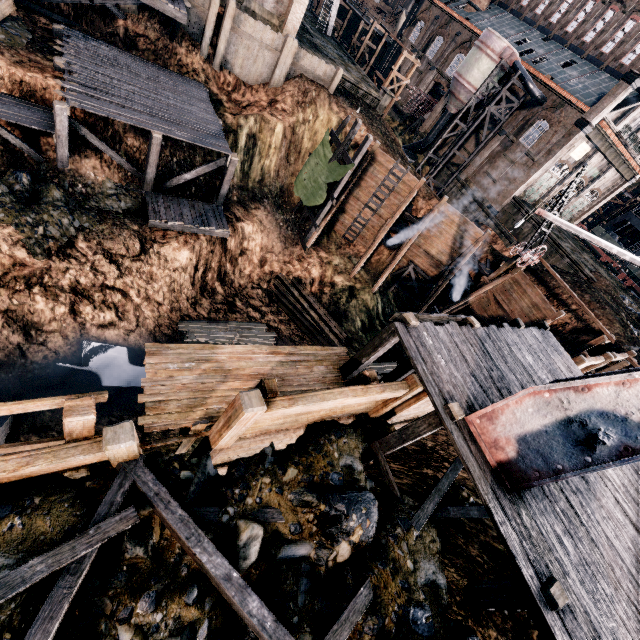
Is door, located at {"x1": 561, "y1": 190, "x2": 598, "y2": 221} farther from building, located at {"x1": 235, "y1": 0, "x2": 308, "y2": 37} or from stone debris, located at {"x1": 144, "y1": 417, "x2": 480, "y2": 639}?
stone debris, located at {"x1": 144, "y1": 417, "x2": 480, "y2": 639}

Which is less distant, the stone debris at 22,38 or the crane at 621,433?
the crane at 621,433

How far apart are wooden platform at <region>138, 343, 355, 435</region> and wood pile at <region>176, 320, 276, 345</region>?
13.4 meters

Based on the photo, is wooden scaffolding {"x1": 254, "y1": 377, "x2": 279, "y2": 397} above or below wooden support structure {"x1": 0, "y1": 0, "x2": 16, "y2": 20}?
above

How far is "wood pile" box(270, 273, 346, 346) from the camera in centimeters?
2662cm

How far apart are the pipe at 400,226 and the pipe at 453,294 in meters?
5.8 m

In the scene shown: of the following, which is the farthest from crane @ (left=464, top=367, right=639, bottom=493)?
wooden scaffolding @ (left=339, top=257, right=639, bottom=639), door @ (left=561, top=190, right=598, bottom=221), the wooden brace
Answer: door @ (left=561, top=190, right=598, bottom=221)

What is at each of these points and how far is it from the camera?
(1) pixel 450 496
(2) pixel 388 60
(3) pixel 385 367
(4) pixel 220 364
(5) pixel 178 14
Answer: (1) stone debris, 8.8 meters
(2) building, 56.1 meters
(3) wood pile, 25.3 meters
(4) wooden platform, 7.9 meters
(5) wooden platform, 19.3 meters
